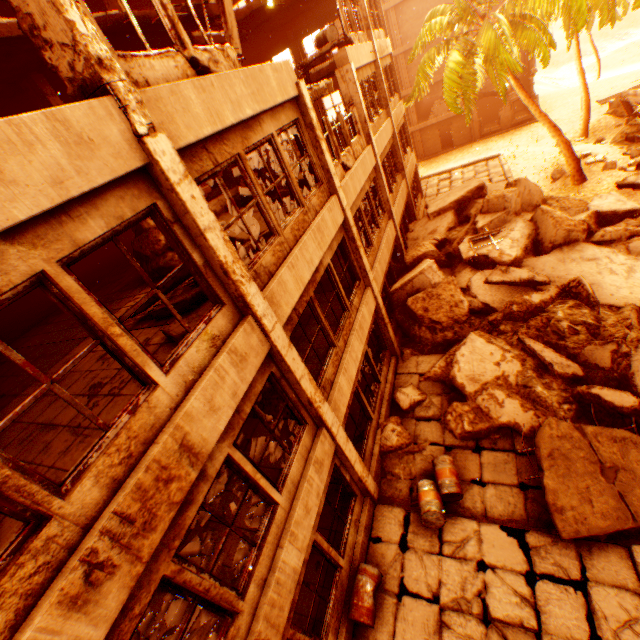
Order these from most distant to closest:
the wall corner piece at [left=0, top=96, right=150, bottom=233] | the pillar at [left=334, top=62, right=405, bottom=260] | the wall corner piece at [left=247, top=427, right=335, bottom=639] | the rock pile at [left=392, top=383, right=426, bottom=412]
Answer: the pillar at [left=334, top=62, right=405, bottom=260] < the rock pile at [left=392, top=383, right=426, bottom=412] < the wall corner piece at [left=247, top=427, right=335, bottom=639] < the wall corner piece at [left=0, top=96, right=150, bottom=233]

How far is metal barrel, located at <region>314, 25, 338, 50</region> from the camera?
11.05m

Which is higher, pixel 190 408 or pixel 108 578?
pixel 190 408

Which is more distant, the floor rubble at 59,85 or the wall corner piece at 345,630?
the floor rubble at 59,85

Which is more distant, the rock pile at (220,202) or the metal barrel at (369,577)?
the rock pile at (220,202)

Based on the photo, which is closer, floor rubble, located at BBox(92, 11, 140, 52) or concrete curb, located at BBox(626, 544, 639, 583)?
concrete curb, located at BBox(626, 544, 639, 583)

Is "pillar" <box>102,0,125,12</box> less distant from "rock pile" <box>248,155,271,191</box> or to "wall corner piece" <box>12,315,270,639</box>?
"rock pile" <box>248,155,271,191</box>

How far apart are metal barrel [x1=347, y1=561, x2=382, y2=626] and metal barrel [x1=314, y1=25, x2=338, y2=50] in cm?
1554
